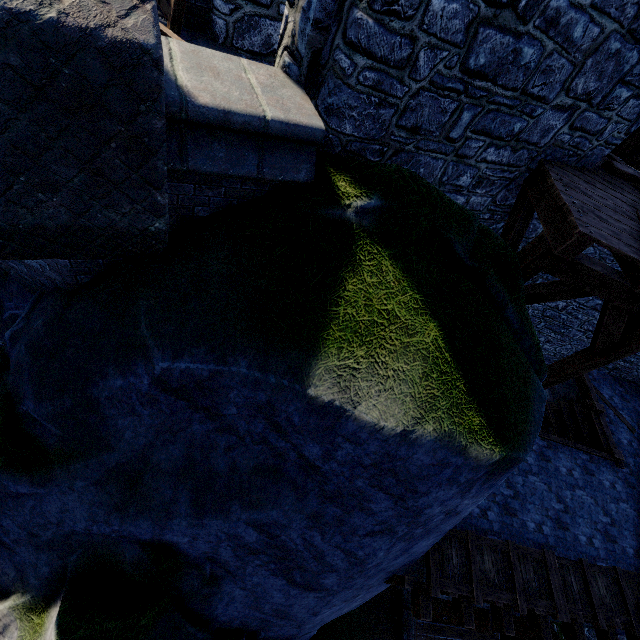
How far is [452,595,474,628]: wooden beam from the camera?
6.4 meters

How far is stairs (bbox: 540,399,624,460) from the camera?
9.5m

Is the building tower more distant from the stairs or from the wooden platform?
the wooden platform

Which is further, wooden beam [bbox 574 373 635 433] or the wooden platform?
wooden beam [bbox 574 373 635 433]

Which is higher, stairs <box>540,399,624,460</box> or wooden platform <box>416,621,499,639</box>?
stairs <box>540,399,624,460</box>

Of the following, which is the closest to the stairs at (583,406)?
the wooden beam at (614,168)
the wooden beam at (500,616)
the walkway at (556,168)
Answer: the walkway at (556,168)

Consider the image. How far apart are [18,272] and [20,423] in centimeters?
176cm

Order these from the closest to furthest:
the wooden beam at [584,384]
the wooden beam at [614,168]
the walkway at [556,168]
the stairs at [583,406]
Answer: the walkway at [556,168]
the wooden beam at [614,168]
the stairs at [583,406]
the wooden beam at [584,384]
